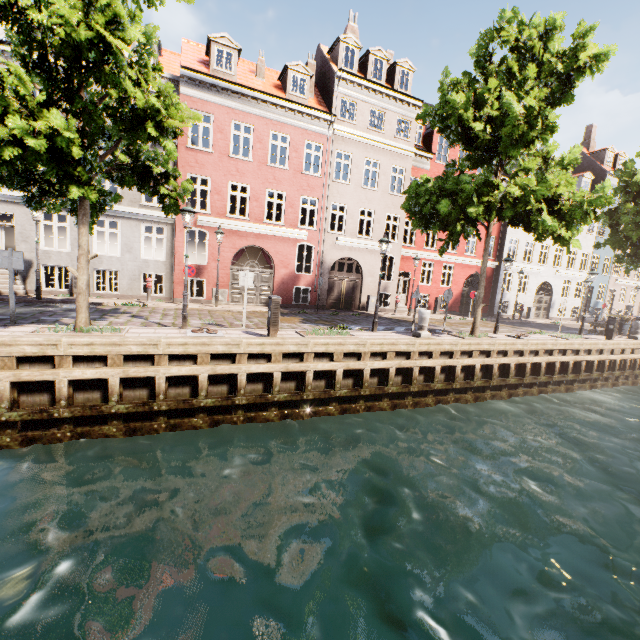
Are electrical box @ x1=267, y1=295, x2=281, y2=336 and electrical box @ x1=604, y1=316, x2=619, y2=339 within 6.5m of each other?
no

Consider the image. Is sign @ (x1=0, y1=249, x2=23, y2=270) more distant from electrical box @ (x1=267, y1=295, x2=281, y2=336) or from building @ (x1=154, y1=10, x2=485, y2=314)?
building @ (x1=154, y1=10, x2=485, y2=314)

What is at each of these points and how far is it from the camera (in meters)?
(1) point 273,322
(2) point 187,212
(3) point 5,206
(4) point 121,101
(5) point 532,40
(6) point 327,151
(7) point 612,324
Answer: (1) electrical box, 9.50
(2) street light, 9.38
(3) building, 13.78
(4) tree, 6.92
(5) tree, 11.66
(6) building, 18.39
(7) electrical box, 16.94

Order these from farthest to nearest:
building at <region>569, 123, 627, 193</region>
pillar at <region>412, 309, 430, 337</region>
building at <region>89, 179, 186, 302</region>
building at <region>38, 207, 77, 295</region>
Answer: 1. building at <region>569, 123, 627, 193</region>
2. building at <region>89, 179, 186, 302</region>
3. building at <region>38, 207, 77, 295</region>
4. pillar at <region>412, 309, 430, 337</region>

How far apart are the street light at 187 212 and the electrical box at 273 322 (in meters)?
2.50

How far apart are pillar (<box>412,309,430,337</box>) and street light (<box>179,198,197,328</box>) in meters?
8.2

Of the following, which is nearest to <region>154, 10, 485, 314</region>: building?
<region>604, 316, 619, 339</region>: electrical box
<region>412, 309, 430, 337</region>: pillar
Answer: <region>604, 316, 619, 339</region>: electrical box

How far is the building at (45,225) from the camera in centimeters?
1455cm
